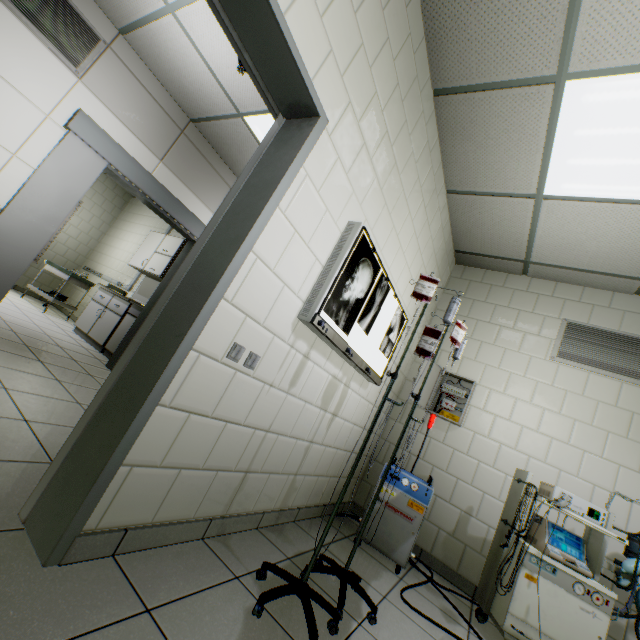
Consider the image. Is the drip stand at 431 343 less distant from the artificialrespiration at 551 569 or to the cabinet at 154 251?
the artificialrespiration at 551 569

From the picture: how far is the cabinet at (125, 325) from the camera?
4.9m

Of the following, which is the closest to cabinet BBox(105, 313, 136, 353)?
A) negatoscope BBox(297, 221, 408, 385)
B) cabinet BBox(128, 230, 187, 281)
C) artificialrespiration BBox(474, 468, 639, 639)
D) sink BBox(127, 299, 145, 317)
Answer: sink BBox(127, 299, 145, 317)

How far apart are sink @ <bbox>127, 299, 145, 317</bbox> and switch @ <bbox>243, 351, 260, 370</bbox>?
3.9 meters

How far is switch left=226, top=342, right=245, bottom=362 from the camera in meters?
1.5 m

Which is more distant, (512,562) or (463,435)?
(463,435)

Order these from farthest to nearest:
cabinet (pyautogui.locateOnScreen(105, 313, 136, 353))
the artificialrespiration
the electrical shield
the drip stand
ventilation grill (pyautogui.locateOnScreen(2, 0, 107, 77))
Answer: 1. cabinet (pyautogui.locateOnScreen(105, 313, 136, 353))
2. the electrical shield
3. ventilation grill (pyautogui.locateOnScreen(2, 0, 107, 77))
4. the artificialrespiration
5. the drip stand

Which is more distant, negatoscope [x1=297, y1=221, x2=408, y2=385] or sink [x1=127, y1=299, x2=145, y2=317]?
sink [x1=127, y1=299, x2=145, y2=317]
